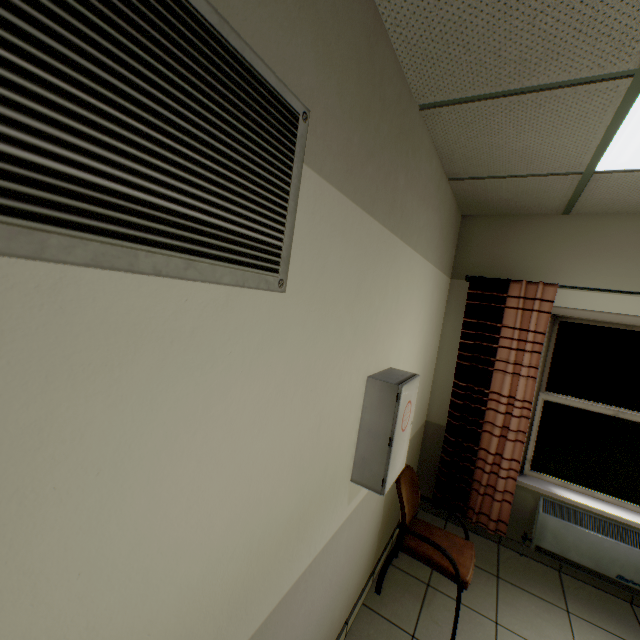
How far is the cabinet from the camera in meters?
1.6 m

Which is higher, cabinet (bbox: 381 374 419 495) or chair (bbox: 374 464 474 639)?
cabinet (bbox: 381 374 419 495)

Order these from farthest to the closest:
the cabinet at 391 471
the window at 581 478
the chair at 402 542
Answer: the window at 581 478 < the chair at 402 542 < the cabinet at 391 471

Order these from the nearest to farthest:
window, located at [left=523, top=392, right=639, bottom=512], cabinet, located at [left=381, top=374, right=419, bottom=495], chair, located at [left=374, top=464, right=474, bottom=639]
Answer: cabinet, located at [left=381, top=374, right=419, bottom=495] → chair, located at [left=374, top=464, right=474, bottom=639] → window, located at [left=523, top=392, right=639, bottom=512]

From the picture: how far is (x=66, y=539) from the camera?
0.6m

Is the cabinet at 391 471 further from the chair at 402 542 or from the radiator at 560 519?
Result: the radiator at 560 519

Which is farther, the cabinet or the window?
the window

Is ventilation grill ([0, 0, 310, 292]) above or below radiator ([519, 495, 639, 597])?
above
